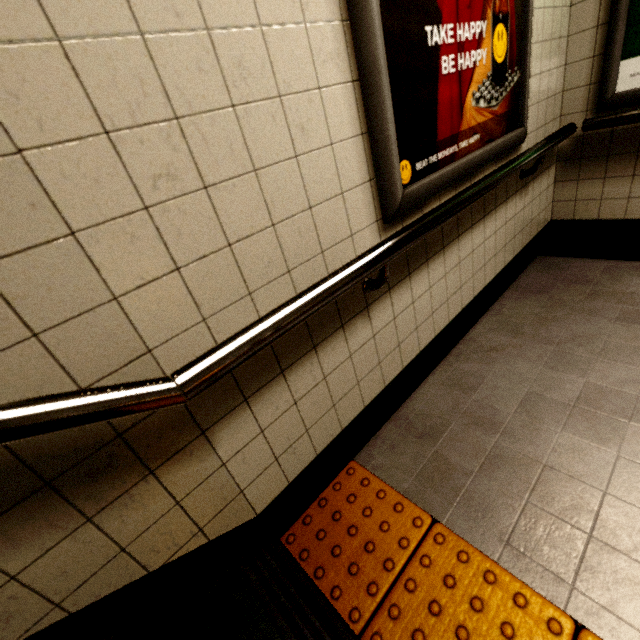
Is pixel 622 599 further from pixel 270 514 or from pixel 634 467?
pixel 270 514

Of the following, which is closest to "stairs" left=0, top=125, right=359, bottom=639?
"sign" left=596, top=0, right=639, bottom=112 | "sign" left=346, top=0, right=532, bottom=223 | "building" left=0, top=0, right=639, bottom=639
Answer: "building" left=0, top=0, right=639, bottom=639

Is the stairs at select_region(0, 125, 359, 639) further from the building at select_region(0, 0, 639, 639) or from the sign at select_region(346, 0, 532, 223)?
the sign at select_region(346, 0, 532, 223)

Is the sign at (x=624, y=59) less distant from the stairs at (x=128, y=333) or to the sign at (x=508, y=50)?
the sign at (x=508, y=50)

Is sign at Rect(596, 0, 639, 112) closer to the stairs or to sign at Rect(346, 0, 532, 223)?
sign at Rect(346, 0, 532, 223)

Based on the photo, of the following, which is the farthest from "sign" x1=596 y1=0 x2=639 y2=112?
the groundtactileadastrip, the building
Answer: the groundtactileadastrip

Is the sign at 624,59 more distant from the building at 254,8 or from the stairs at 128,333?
the stairs at 128,333

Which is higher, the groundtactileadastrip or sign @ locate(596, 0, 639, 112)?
sign @ locate(596, 0, 639, 112)
